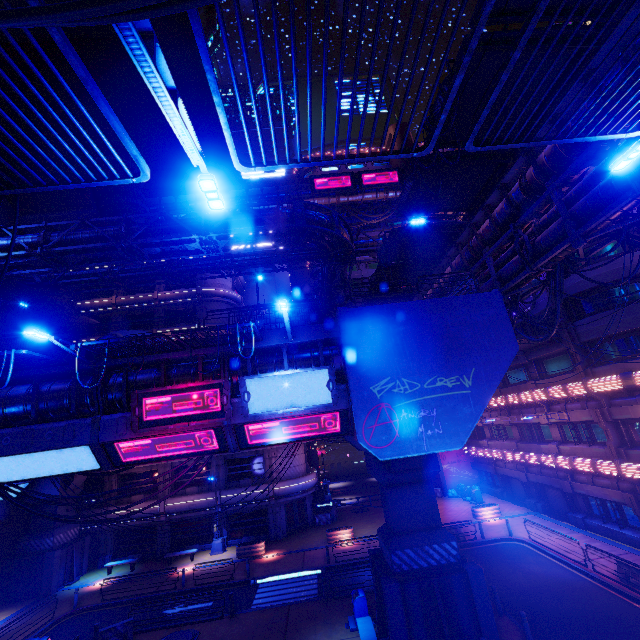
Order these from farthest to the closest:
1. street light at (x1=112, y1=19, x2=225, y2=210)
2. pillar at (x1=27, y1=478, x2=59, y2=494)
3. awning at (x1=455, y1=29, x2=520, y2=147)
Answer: pillar at (x1=27, y1=478, x2=59, y2=494), awning at (x1=455, y1=29, x2=520, y2=147), street light at (x1=112, y1=19, x2=225, y2=210)

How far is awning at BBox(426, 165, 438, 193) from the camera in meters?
14.5

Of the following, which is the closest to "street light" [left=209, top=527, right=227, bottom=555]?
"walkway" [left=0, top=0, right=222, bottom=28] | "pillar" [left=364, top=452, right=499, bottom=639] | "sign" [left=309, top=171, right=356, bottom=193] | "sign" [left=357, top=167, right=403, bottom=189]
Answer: "pillar" [left=364, top=452, right=499, bottom=639]

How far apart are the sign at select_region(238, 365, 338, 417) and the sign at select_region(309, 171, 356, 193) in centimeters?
4401cm

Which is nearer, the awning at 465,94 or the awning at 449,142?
the awning at 465,94

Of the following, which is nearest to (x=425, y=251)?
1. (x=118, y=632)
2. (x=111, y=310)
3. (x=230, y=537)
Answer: (x=118, y=632)

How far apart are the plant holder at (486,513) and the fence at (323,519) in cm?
1262
